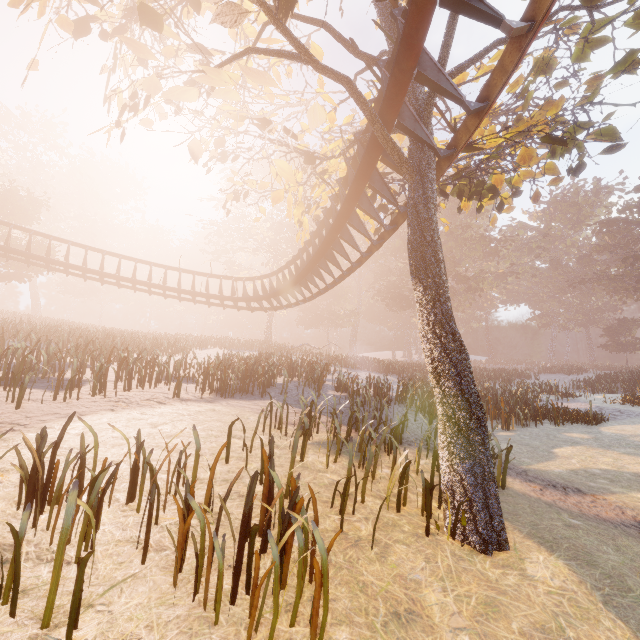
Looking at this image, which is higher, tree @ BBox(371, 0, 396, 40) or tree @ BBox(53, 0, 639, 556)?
tree @ BBox(371, 0, 396, 40)

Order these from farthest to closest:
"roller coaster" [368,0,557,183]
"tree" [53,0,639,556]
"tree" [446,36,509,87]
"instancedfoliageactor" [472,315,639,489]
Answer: "instancedfoliageactor" [472,315,639,489], "tree" [446,36,509,87], "tree" [53,0,639,556], "roller coaster" [368,0,557,183]

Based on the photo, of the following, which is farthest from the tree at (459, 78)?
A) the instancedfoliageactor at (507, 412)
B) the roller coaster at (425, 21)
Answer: the instancedfoliageactor at (507, 412)

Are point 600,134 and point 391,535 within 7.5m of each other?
no

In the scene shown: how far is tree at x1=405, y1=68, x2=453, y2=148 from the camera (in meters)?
5.63

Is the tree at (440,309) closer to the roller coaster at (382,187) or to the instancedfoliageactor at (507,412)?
the roller coaster at (382,187)
